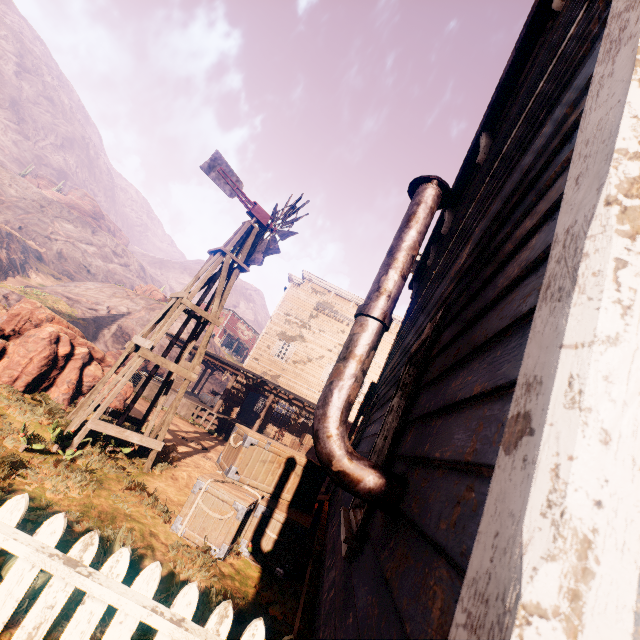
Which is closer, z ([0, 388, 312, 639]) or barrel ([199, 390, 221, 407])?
z ([0, 388, 312, 639])

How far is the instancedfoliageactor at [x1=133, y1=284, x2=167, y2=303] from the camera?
42.0 meters

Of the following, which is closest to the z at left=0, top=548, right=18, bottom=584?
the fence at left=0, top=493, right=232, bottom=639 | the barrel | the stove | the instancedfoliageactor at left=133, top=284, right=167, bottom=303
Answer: the fence at left=0, top=493, right=232, bottom=639

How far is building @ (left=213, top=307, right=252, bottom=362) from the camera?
53.9 meters

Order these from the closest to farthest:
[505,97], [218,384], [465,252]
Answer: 1. [465,252]
2. [505,97]
3. [218,384]

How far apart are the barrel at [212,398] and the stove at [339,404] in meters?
20.9 m

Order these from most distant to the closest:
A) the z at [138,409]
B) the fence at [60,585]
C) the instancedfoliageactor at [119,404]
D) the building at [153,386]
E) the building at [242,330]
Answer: the building at [242,330] → the building at [153,386] → the z at [138,409] → the instancedfoliageactor at [119,404] → the fence at [60,585]

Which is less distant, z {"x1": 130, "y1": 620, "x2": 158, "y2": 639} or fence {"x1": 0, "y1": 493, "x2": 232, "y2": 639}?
fence {"x1": 0, "y1": 493, "x2": 232, "y2": 639}
